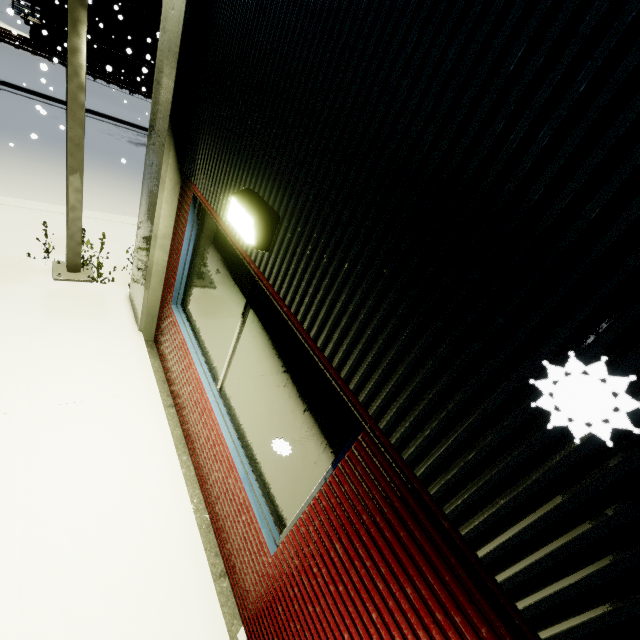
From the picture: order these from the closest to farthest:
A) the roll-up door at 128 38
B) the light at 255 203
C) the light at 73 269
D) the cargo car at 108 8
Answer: the light at 255 203, the light at 73 269, the cargo car at 108 8, the roll-up door at 128 38

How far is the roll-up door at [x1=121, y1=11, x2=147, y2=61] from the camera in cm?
2658

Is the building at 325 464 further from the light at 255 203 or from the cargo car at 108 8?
the cargo car at 108 8

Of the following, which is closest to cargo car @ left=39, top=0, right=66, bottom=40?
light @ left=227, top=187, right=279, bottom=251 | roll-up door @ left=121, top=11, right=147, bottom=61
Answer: roll-up door @ left=121, top=11, right=147, bottom=61

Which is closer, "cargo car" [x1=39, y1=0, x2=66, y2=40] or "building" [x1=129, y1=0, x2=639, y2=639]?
"building" [x1=129, y1=0, x2=639, y2=639]

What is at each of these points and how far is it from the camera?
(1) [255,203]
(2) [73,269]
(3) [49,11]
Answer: (1) light, 2.23m
(2) light, 5.12m
(3) cargo car, 20.97m

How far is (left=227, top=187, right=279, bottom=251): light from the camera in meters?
2.1 m

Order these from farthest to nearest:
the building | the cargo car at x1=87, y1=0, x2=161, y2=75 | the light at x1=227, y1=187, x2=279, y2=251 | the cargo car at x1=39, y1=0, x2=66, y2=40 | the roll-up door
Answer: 1. the roll-up door
2. the cargo car at x1=87, y1=0, x2=161, y2=75
3. the cargo car at x1=39, y1=0, x2=66, y2=40
4. the light at x1=227, y1=187, x2=279, y2=251
5. the building
